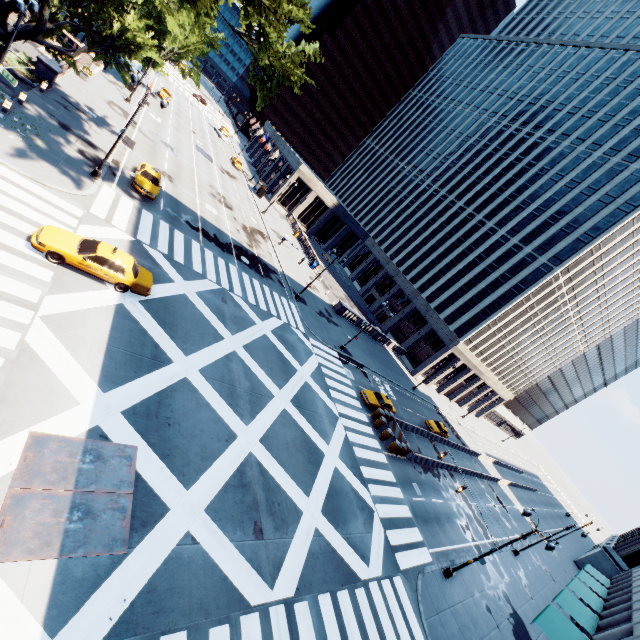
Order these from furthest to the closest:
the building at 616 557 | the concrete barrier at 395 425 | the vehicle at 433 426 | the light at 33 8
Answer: the vehicle at 433 426
the concrete barrier at 395 425
the building at 616 557
the light at 33 8

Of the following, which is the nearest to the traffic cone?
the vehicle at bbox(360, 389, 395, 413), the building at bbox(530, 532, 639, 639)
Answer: the vehicle at bbox(360, 389, 395, 413)

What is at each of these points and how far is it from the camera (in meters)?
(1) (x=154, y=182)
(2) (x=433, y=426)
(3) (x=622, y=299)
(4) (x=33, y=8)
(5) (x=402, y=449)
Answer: (1) vehicle, 26.77
(2) vehicle, 41.34
(3) building, 58.94
(4) light, 14.45
(5) traffic cone, 28.52

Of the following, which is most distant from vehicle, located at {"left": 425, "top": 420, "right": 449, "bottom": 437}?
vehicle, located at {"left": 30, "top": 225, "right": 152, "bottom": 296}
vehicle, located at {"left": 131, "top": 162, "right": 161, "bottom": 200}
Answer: vehicle, located at {"left": 131, "top": 162, "right": 161, "bottom": 200}

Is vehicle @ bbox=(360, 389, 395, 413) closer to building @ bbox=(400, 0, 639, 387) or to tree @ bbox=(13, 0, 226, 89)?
building @ bbox=(400, 0, 639, 387)

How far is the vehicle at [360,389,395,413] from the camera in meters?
31.0 m

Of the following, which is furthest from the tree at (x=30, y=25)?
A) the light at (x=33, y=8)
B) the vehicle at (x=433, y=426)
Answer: the vehicle at (x=433, y=426)

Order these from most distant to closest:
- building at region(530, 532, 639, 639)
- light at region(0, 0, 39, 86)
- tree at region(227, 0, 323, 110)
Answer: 1. building at region(530, 532, 639, 639)
2. tree at region(227, 0, 323, 110)
3. light at region(0, 0, 39, 86)
